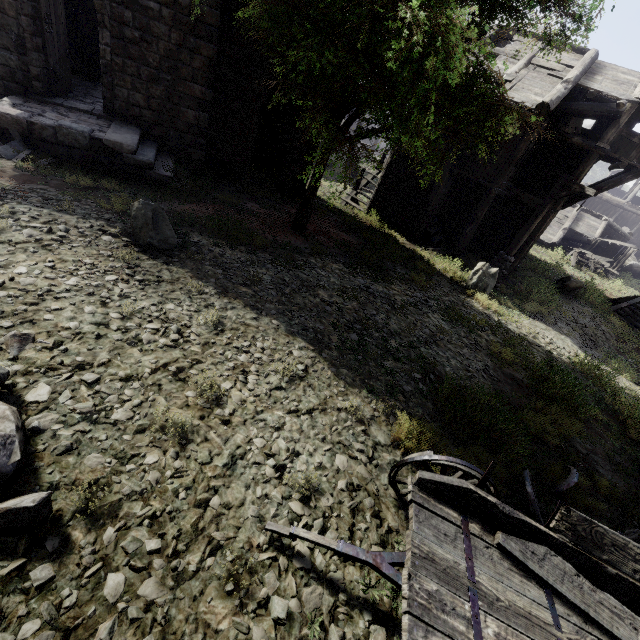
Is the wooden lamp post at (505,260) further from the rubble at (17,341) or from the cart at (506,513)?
the rubble at (17,341)

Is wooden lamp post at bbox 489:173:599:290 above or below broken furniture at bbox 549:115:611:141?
below

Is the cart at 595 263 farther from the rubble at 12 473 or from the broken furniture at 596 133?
the rubble at 12 473

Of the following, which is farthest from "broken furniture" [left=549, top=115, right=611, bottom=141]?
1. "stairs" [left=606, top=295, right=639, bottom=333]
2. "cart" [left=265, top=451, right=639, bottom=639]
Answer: "cart" [left=265, top=451, right=639, bottom=639]

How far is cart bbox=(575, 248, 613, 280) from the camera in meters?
26.2

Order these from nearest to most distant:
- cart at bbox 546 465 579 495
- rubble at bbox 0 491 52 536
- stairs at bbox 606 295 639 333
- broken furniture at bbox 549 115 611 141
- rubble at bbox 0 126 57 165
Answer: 1. rubble at bbox 0 491 52 536
2. cart at bbox 546 465 579 495
3. rubble at bbox 0 126 57 165
4. broken furniture at bbox 549 115 611 141
5. stairs at bbox 606 295 639 333

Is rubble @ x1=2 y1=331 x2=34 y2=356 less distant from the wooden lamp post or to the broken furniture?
the wooden lamp post

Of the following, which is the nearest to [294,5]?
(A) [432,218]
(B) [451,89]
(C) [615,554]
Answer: (B) [451,89]
